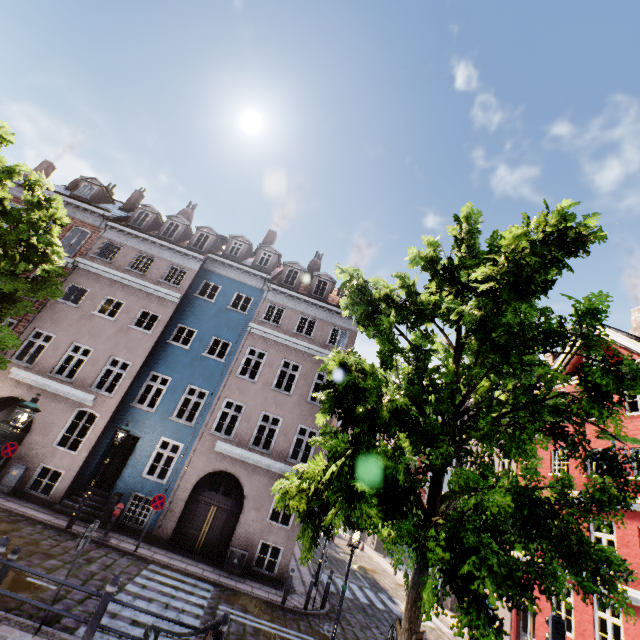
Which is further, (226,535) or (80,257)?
(80,257)

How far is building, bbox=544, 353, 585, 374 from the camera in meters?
17.4

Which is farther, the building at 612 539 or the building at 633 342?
the building at 633 342

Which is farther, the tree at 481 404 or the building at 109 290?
the building at 109 290

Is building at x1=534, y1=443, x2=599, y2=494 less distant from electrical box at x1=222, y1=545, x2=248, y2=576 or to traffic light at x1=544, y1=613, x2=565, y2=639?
electrical box at x1=222, y1=545, x2=248, y2=576

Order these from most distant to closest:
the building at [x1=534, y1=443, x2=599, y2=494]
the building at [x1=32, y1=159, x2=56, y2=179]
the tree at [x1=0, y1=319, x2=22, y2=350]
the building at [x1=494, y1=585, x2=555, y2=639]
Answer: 1. the building at [x1=32, y1=159, x2=56, y2=179]
2. the building at [x1=534, y1=443, x2=599, y2=494]
3. the building at [x1=494, y1=585, x2=555, y2=639]
4. the tree at [x1=0, y1=319, x2=22, y2=350]

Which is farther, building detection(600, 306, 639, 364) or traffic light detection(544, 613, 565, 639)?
building detection(600, 306, 639, 364)

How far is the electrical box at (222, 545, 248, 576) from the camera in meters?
13.1 m
